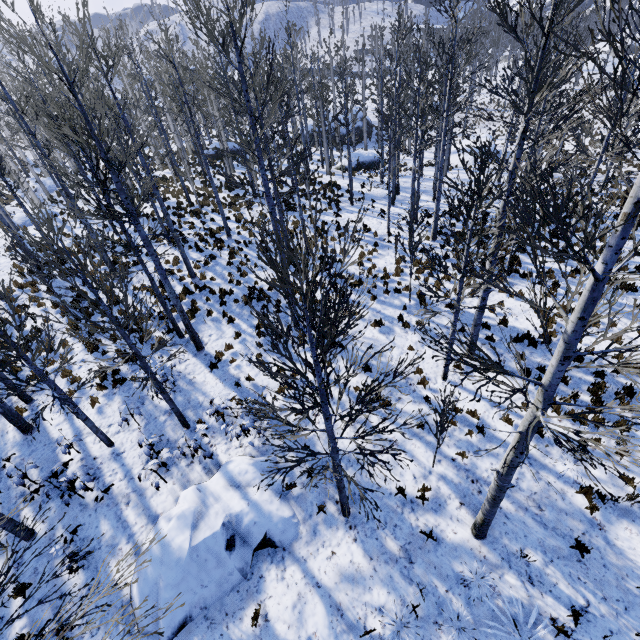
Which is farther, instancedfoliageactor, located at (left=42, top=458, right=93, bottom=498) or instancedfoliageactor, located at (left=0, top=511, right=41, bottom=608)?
instancedfoliageactor, located at (left=42, top=458, right=93, bottom=498)

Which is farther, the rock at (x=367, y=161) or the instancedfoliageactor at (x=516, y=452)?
the rock at (x=367, y=161)

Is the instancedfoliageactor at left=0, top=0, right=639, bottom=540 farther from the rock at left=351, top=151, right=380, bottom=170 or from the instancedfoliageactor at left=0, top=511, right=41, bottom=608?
the rock at left=351, top=151, right=380, bottom=170

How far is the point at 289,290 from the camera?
11.14m

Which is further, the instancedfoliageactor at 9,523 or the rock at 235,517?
the rock at 235,517

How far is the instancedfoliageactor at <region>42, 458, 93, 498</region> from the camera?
7.45m

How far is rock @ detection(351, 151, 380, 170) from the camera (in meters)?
28.25
